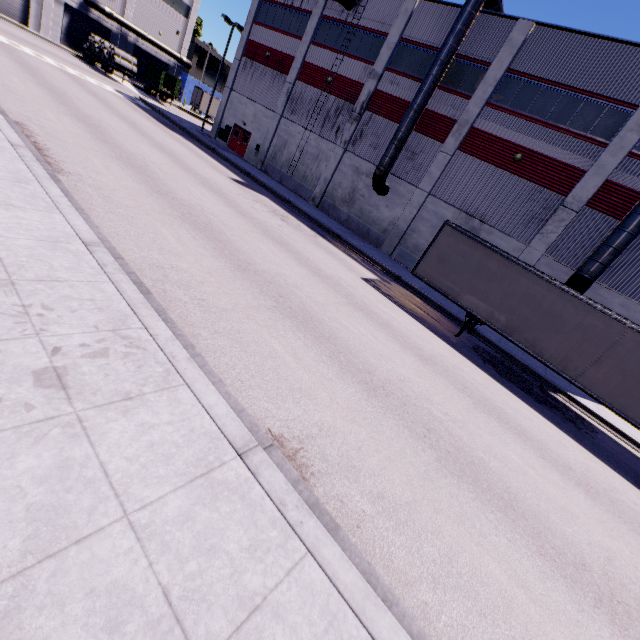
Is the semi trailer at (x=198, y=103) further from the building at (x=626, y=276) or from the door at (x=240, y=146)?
the door at (x=240, y=146)

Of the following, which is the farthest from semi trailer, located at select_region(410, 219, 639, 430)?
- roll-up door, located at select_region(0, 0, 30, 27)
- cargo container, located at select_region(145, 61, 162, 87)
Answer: roll-up door, located at select_region(0, 0, 30, 27)

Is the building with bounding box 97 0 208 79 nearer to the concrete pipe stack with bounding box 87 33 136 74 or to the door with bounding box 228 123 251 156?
the door with bounding box 228 123 251 156

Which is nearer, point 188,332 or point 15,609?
point 15,609

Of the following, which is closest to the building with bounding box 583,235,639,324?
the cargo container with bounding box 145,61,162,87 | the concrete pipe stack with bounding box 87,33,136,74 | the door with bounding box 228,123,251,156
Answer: the door with bounding box 228,123,251,156

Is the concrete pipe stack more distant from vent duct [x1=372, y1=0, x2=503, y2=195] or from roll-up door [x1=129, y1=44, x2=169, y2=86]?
vent duct [x1=372, y1=0, x2=503, y2=195]

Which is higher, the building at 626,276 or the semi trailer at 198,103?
the building at 626,276

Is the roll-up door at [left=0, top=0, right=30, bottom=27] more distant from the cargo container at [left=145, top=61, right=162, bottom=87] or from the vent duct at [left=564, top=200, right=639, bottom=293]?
the vent duct at [left=564, top=200, right=639, bottom=293]
